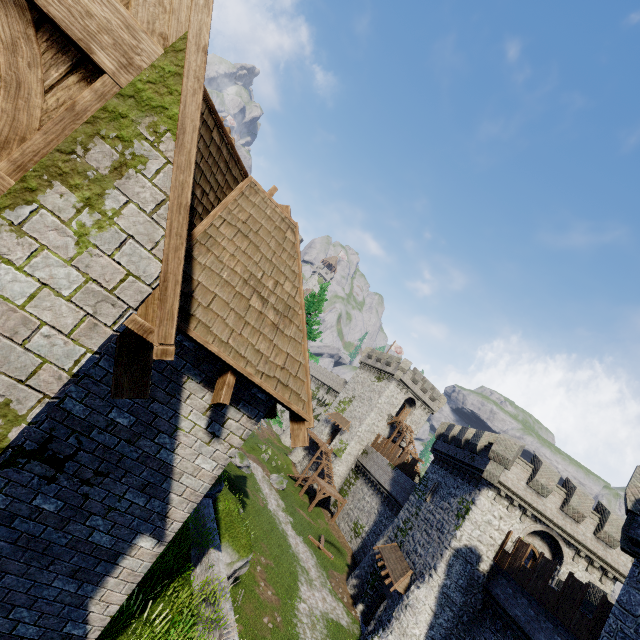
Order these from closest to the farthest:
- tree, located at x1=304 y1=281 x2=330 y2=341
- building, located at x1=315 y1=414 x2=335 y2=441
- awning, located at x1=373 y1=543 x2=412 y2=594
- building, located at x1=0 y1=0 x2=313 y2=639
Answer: building, located at x1=0 y1=0 x2=313 y2=639 < tree, located at x1=304 y1=281 x2=330 y2=341 < awning, located at x1=373 y1=543 x2=412 y2=594 < building, located at x1=315 y1=414 x2=335 y2=441

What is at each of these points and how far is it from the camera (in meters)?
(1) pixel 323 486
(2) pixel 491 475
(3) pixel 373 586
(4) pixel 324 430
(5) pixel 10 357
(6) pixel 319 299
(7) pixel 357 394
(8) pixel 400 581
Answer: (1) stairs, 38.34
(2) building, 21.67
(3) building, 25.88
(4) building, 51.19
(5) building, 1.95
(6) tree, 17.56
(7) building, 51.53
(8) awning, 22.06

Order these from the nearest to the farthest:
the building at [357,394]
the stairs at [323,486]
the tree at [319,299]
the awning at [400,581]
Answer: the tree at [319,299], the awning at [400,581], the stairs at [323,486], the building at [357,394]

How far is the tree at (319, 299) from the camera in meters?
16.7

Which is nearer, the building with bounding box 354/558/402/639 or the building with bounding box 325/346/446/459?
the building with bounding box 354/558/402/639

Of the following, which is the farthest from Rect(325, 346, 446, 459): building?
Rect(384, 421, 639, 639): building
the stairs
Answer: Rect(384, 421, 639, 639): building

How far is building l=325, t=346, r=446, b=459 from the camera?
46.66m

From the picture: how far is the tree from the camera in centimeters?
1667cm
